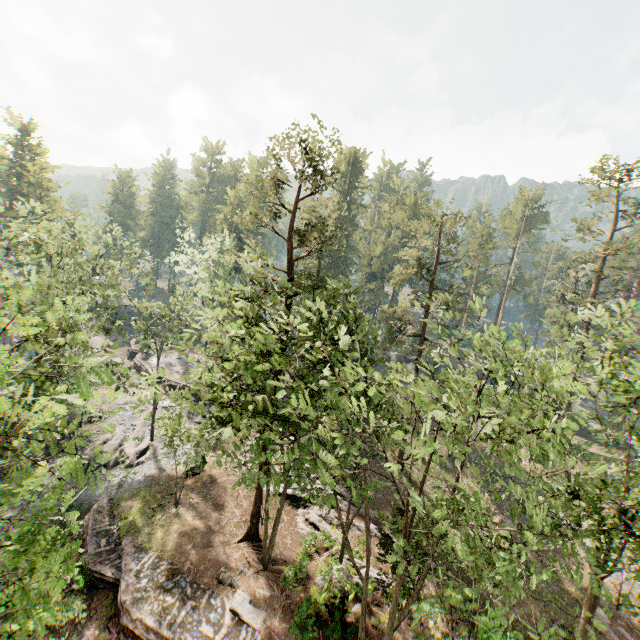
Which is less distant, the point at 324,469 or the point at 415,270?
the point at 324,469

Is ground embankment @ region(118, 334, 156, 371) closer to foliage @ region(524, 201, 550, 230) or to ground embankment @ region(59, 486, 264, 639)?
foliage @ region(524, 201, 550, 230)

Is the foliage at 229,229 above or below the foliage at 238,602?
above

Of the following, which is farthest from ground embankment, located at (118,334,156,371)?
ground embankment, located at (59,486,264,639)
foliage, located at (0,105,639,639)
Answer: ground embankment, located at (59,486,264,639)

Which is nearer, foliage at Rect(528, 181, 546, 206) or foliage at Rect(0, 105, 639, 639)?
foliage at Rect(0, 105, 639, 639)

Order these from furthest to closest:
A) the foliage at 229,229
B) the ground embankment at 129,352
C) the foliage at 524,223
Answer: the foliage at 524,223 < the ground embankment at 129,352 < the foliage at 229,229
